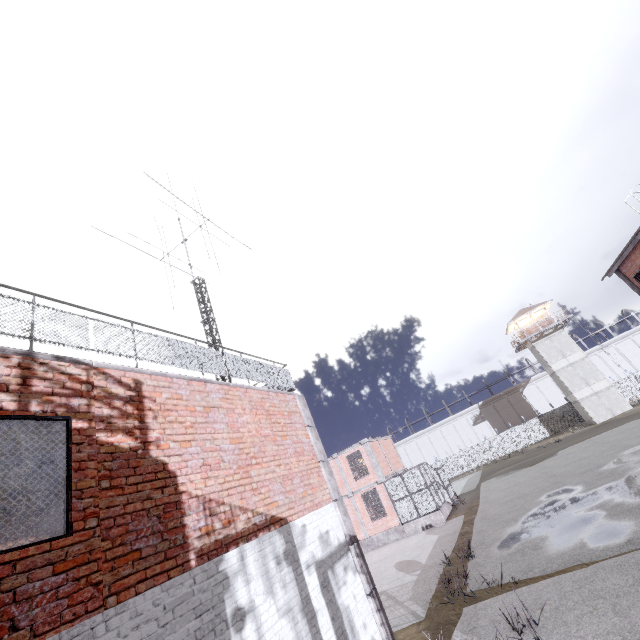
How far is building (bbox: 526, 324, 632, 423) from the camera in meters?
37.5

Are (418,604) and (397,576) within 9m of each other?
yes

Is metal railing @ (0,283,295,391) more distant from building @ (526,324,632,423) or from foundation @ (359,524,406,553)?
A: building @ (526,324,632,423)

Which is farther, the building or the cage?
the building

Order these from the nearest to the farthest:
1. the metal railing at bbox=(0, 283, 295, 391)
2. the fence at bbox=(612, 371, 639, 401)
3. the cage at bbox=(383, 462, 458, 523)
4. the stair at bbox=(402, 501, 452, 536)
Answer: the metal railing at bbox=(0, 283, 295, 391)
the stair at bbox=(402, 501, 452, 536)
the cage at bbox=(383, 462, 458, 523)
the fence at bbox=(612, 371, 639, 401)

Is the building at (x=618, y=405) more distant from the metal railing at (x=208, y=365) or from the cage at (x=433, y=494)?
the metal railing at (x=208, y=365)

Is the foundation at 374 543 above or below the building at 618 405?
below

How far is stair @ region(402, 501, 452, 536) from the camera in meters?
22.4 m
